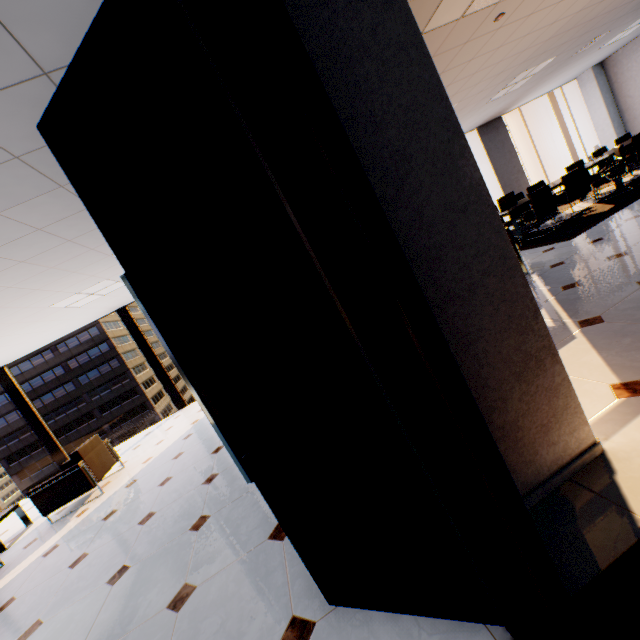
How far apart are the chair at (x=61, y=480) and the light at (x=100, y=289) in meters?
2.3 m

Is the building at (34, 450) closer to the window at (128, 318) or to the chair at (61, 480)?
the window at (128, 318)

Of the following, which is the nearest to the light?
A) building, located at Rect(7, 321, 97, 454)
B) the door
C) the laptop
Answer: the door

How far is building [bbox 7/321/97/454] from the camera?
58.09m

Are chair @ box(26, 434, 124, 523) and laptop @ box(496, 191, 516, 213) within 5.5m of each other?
no

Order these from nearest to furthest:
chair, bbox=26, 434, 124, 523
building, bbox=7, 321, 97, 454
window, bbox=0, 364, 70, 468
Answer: chair, bbox=26, 434, 124, 523 < window, bbox=0, 364, 70, 468 < building, bbox=7, 321, 97, 454

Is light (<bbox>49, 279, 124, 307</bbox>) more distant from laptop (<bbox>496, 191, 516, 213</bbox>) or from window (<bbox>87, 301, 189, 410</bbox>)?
laptop (<bbox>496, 191, 516, 213</bbox>)

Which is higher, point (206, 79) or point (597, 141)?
point (206, 79)
